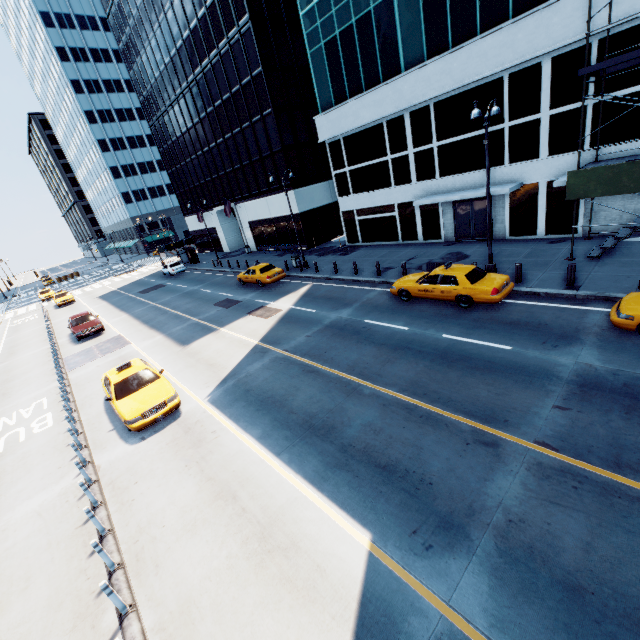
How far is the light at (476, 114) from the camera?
12.54m

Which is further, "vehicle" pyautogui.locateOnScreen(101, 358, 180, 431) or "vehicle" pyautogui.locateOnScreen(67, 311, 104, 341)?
"vehicle" pyautogui.locateOnScreen(67, 311, 104, 341)

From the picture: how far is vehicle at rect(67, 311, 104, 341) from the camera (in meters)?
22.62

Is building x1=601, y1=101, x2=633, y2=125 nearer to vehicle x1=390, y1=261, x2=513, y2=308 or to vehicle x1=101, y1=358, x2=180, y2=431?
vehicle x1=390, y1=261, x2=513, y2=308

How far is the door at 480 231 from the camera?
20.92m

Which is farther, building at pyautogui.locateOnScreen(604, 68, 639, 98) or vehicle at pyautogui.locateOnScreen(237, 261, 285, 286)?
vehicle at pyautogui.locateOnScreen(237, 261, 285, 286)

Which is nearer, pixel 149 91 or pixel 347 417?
pixel 347 417
